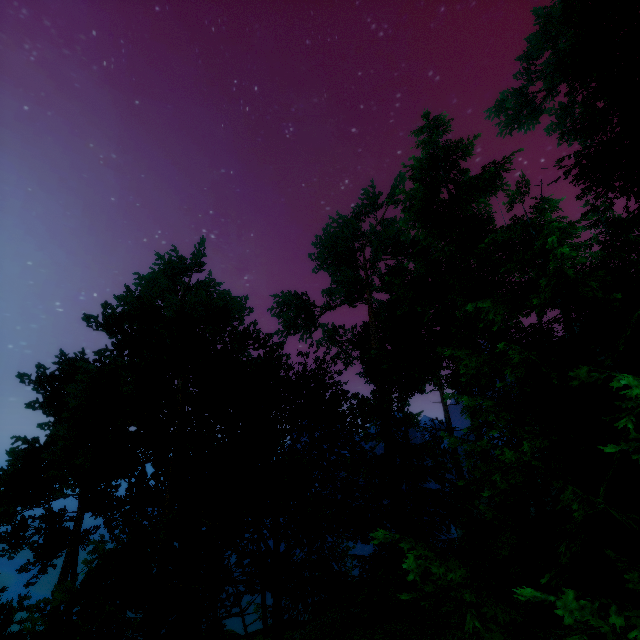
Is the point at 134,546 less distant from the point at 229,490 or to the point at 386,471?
the point at 229,490
